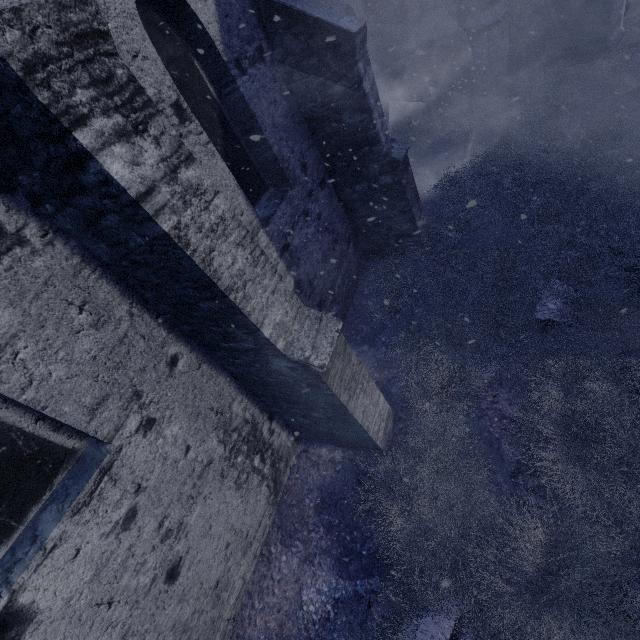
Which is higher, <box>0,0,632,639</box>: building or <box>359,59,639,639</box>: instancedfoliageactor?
<box>0,0,632,639</box>: building

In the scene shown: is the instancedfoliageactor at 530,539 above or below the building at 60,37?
below

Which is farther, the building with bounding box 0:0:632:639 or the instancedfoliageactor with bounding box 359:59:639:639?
the instancedfoliageactor with bounding box 359:59:639:639

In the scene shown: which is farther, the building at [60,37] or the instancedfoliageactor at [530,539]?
the instancedfoliageactor at [530,539]

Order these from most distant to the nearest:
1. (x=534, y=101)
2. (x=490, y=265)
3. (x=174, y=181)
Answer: (x=534, y=101)
(x=490, y=265)
(x=174, y=181)
